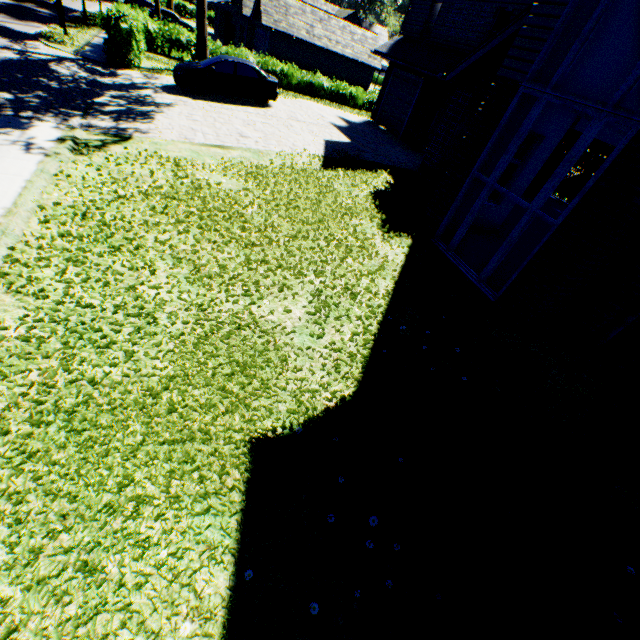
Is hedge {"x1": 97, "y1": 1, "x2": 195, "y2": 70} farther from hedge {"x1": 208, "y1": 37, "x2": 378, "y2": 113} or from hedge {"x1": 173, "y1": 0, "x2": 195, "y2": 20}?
hedge {"x1": 173, "y1": 0, "x2": 195, "y2": 20}

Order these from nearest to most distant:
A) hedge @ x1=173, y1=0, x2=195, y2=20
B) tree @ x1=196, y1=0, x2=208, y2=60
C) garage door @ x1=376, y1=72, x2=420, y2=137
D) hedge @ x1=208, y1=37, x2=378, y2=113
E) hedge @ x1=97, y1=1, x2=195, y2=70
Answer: hedge @ x1=97, y1=1, x2=195, y2=70, garage door @ x1=376, y1=72, x2=420, y2=137, tree @ x1=196, y1=0, x2=208, y2=60, hedge @ x1=208, y1=37, x2=378, y2=113, hedge @ x1=173, y1=0, x2=195, y2=20

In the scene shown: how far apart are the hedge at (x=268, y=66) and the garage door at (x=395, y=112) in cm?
893

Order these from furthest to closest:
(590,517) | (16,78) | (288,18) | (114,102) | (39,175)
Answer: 1. (288,18)
2. (114,102)
3. (16,78)
4. (39,175)
5. (590,517)

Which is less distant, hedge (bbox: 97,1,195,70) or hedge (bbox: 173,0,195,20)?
hedge (bbox: 97,1,195,70)

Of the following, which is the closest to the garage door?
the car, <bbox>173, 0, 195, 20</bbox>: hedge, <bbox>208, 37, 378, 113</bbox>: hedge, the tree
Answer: the car

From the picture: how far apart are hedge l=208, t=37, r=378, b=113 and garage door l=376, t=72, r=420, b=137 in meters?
8.9 m

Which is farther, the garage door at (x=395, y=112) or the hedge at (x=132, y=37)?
the garage door at (x=395, y=112)
